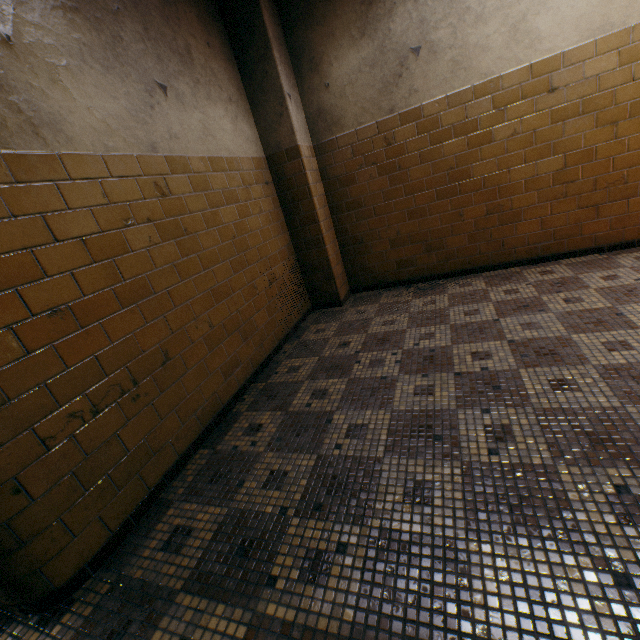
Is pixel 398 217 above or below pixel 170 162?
below
